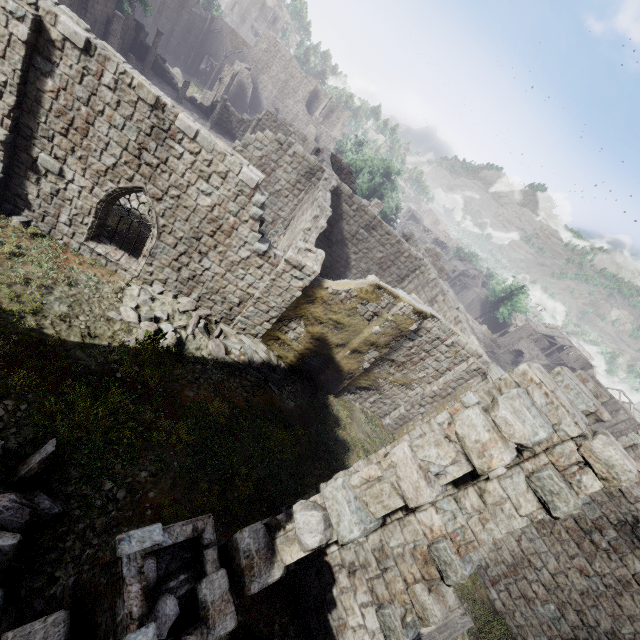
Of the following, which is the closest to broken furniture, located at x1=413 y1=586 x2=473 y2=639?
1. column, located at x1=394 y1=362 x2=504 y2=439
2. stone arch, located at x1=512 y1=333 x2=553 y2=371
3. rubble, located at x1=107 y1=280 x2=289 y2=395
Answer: column, located at x1=394 y1=362 x2=504 y2=439

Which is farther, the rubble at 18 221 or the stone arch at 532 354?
the stone arch at 532 354

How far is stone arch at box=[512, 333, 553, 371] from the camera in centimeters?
5466cm

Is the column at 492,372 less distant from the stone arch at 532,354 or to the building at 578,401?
the building at 578,401

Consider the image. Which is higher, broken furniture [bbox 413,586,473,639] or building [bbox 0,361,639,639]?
building [bbox 0,361,639,639]

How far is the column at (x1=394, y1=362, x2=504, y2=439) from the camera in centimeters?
1445cm

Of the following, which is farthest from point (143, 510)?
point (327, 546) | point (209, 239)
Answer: point (209, 239)
